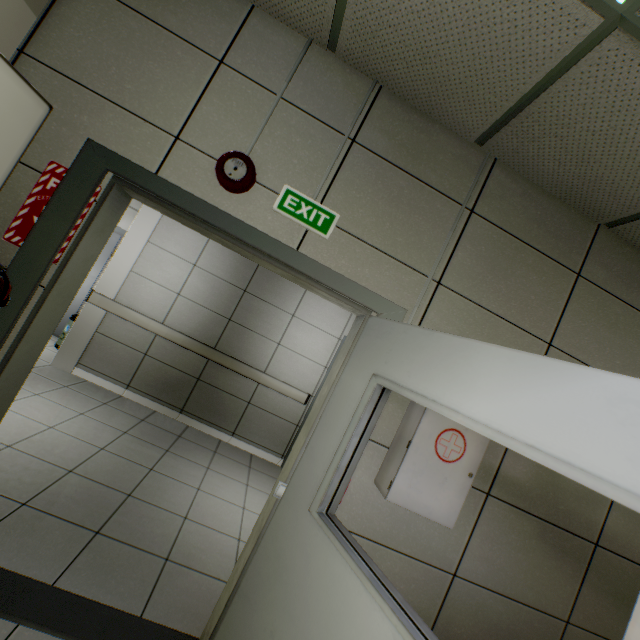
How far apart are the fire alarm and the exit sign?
0.2m

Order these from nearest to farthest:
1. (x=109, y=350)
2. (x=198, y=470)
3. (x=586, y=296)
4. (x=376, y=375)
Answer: (x=376, y=375) → (x=586, y=296) → (x=198, y=470) → (x=109, y=350)

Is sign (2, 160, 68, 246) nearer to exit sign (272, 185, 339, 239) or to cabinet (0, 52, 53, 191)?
cabinet (0, 52, 53, 191)

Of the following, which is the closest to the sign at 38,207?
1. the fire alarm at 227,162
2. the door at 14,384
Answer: the door at 14,384

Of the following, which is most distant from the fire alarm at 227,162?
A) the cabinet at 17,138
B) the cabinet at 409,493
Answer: the cabinet at 409,493

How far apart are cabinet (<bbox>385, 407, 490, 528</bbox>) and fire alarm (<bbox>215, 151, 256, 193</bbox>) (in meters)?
1.46

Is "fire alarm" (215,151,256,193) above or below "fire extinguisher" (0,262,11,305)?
above

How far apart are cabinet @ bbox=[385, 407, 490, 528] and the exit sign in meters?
1.0
